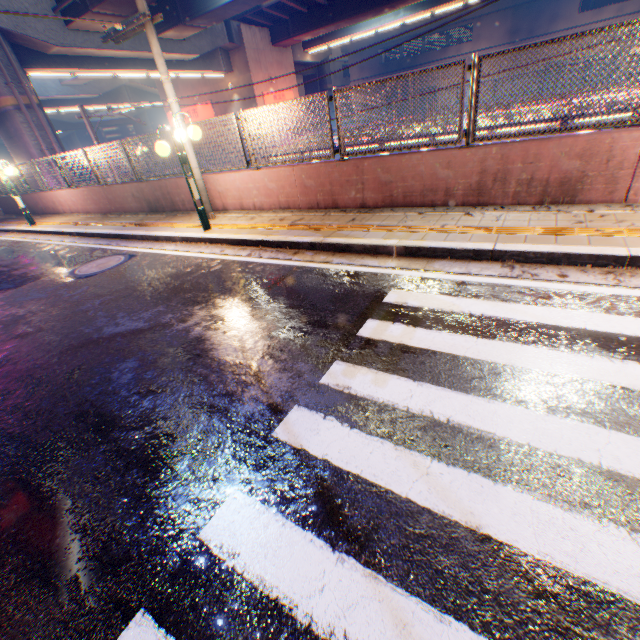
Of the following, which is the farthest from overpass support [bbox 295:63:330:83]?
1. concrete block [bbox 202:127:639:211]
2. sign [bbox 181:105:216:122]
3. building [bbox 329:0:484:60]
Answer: building [bbox 329:0:484:60]

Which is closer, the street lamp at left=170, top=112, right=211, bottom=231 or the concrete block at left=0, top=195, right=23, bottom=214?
the street lamp at left=170, top=112, right=211, bottom=231

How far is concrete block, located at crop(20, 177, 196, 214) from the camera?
10.02m

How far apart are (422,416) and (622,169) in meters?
5.2

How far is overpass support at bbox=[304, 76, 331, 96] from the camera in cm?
3644

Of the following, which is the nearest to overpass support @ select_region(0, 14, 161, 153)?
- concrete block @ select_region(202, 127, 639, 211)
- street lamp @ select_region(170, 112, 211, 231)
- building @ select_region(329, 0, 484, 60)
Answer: concrete block @ select_region(202, 127, 639, 211)

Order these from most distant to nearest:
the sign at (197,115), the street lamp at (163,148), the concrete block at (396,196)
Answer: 1. the sign at (197,115)
2. the street lamp at (163,148)
3. the concrete block at (396,196)

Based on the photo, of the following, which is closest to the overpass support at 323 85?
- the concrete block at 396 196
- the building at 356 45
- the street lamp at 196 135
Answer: the concrete block at 396 196
